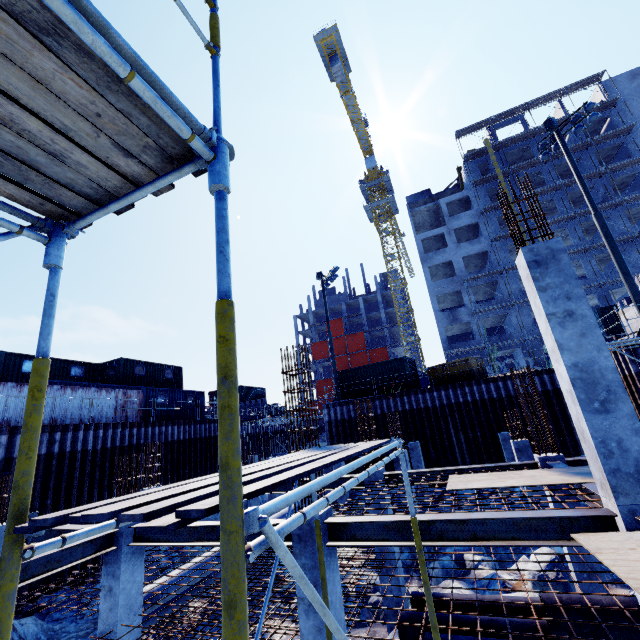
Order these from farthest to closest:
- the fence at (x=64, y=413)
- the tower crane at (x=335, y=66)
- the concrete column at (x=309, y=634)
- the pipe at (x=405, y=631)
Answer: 1. the tower crane at (x=335, y=66)
2. the fence at (x=64, y=413)
3. the pipe at (x=405, y=631)
4. the concrete column at (x=309, y=634)

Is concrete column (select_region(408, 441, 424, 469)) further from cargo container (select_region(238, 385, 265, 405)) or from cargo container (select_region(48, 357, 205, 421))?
cargo container (select_region(238, 385, 265, 405))

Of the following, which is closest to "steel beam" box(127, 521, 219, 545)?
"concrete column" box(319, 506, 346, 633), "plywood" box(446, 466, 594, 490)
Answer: "concrete column" box(319, 506, 346, 633)

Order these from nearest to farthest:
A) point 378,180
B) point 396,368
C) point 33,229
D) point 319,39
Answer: point 33,229 → point 396,368 → point 319,39 → point 378,180

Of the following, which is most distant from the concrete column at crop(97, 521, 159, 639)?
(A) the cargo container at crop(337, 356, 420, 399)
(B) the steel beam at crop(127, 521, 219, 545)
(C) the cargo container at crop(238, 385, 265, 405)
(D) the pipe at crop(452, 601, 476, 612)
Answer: (C) the cargo container at crop(238, 385, 265, 405)

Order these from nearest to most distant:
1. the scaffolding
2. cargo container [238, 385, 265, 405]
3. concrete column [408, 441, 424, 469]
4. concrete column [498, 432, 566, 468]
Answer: the scaffolding < concrete column [498, 432, 566, 468] < concrete column [408, 441, 424, 469] < cargo container [238, 385, 265, 405]

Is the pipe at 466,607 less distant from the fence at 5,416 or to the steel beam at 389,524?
the steel beam at 389,524

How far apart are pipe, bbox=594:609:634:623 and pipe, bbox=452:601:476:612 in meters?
0.1
